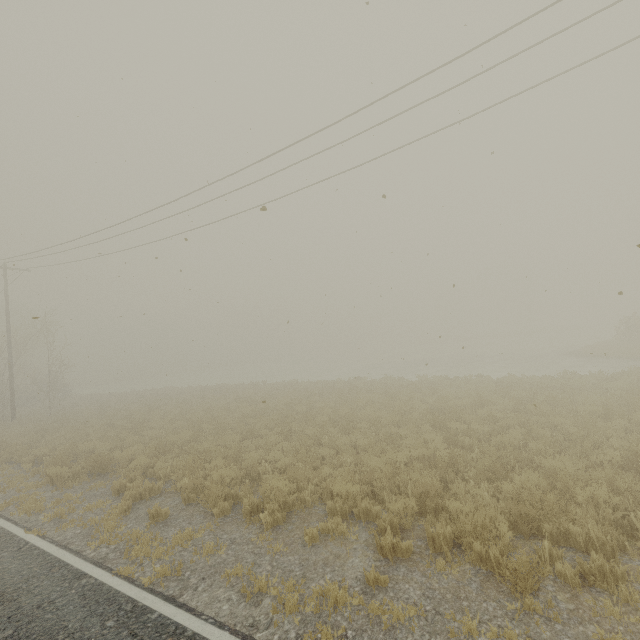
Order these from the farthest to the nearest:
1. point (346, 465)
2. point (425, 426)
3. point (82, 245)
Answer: point (82, 245) → point (425, 426) → point (346, 465)
